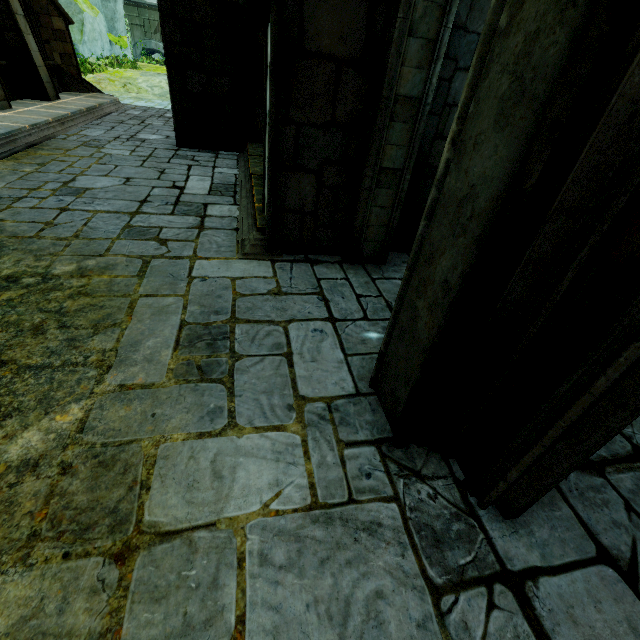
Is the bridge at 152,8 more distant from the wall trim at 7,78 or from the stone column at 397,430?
the stone column at 397,430

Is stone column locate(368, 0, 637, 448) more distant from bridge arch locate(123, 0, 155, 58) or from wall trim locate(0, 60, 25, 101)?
bridge arch locate(123, 0, 155, 58)

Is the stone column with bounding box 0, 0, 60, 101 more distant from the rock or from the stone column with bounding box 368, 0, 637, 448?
the stone column with bounding box 368, 0, 637, 448

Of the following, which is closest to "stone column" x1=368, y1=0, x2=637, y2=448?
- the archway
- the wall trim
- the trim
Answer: the archway

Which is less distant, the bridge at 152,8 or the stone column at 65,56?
the stone column at 65,56

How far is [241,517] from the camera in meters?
1.7

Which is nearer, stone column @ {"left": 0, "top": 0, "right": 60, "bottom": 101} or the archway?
the archway

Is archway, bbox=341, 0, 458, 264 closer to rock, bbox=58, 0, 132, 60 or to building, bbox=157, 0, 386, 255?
building, bbox=157, 0, 386, 255
